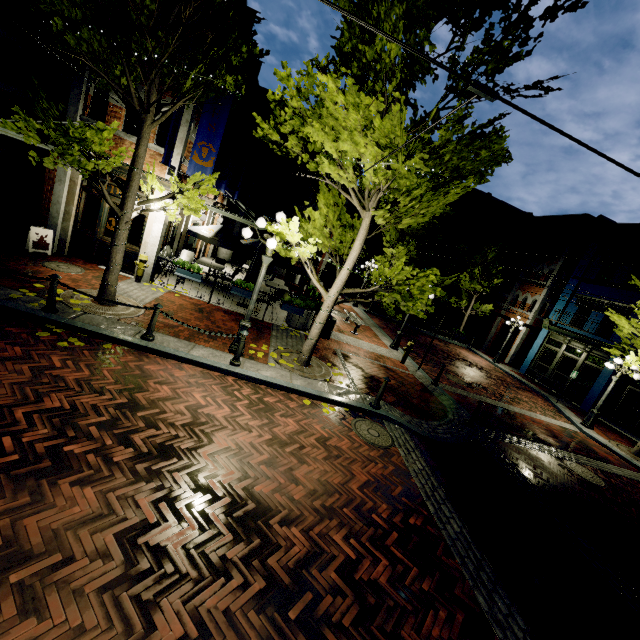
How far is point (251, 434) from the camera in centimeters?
564cm

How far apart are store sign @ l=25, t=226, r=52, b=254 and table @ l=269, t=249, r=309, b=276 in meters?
7.1 m

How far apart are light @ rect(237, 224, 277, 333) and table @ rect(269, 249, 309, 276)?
5.8 meters

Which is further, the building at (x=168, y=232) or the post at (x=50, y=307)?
the building at (x=168, y=232)

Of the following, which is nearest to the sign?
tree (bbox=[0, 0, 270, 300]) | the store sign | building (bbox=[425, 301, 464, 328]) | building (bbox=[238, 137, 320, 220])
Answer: tree (bbox=[0, 0, 270, 300])

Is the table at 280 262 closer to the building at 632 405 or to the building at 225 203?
the building at 225 203

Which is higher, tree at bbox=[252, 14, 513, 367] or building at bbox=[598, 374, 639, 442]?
tree at bbox=[252, 14, 513, 367]

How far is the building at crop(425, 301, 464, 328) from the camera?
34.5 meters
